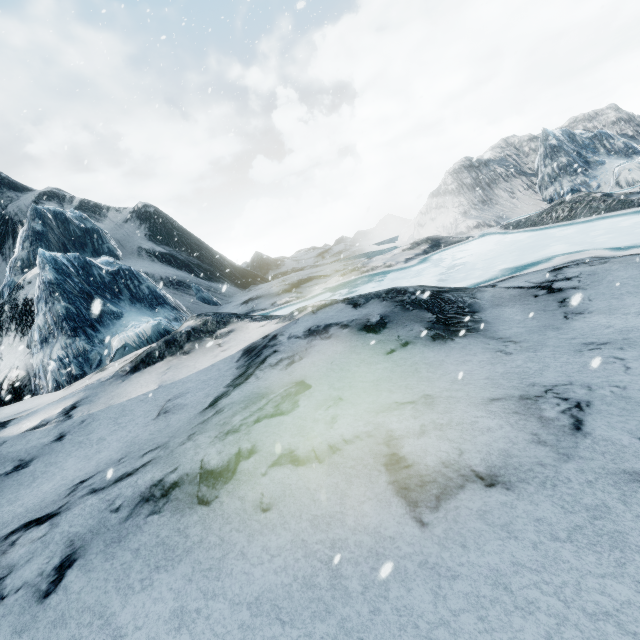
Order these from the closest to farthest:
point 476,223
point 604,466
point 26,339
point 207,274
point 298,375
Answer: point 604,466 → point 298,375 → point 26,339 → point 476,223 → point 207,274
